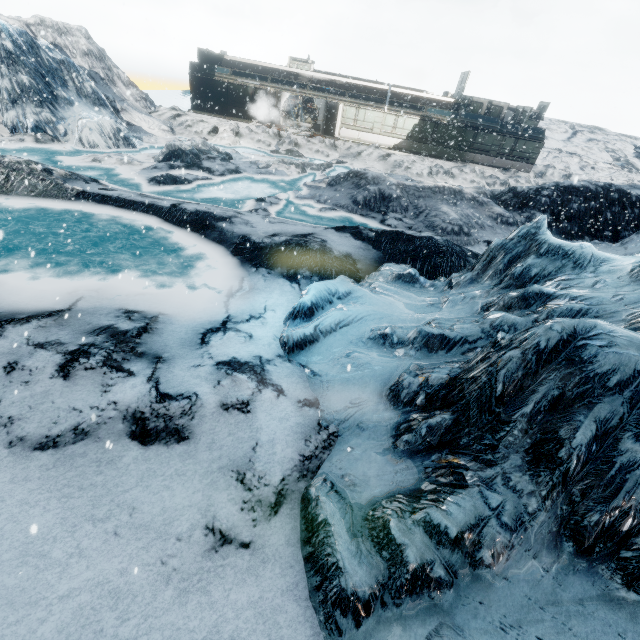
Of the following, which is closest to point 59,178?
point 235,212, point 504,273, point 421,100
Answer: point 235,212
